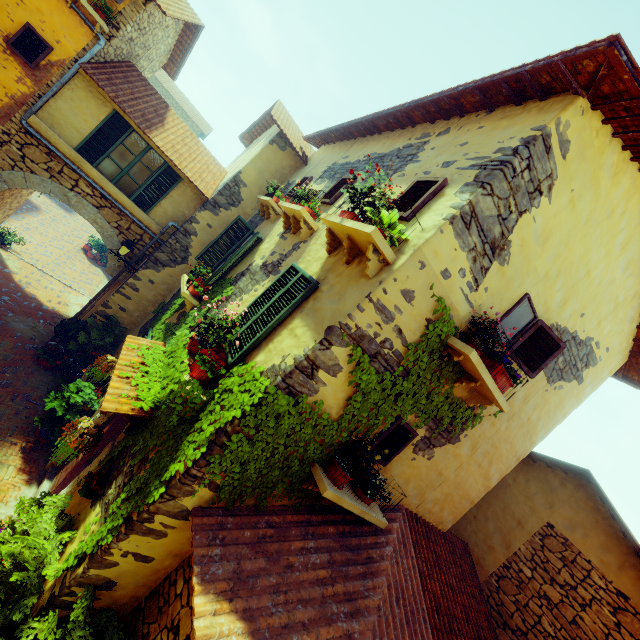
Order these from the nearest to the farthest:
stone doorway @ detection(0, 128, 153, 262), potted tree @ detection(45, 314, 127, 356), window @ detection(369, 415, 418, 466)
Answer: window @ detection(369, 415, 418, 466) → stone doorway @ detection(0, 128, 153, 262) → potted tree @ detection(45, 314, 127, 356)

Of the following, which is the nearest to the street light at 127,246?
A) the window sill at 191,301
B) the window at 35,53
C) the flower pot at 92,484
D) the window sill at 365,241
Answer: the window at 35,53

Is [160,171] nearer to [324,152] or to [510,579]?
[324,152]

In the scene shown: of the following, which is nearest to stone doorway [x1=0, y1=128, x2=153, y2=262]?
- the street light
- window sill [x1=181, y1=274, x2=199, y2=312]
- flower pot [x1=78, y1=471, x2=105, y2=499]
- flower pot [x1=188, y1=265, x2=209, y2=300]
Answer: the street light

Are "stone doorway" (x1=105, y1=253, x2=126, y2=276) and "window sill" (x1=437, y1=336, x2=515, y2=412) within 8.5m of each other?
no

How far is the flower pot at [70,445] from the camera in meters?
4.7 m

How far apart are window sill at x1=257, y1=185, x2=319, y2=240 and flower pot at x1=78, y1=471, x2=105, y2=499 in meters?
4.9 m

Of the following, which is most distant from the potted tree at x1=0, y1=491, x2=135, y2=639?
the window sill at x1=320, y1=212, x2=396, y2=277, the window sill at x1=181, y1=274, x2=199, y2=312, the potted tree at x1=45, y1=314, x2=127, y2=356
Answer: the potted tree at x1=45, y1=314, x2=127, y2=356
